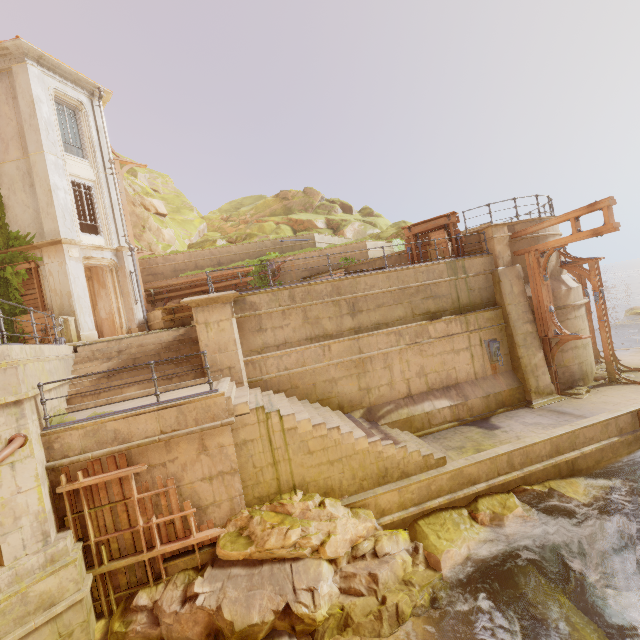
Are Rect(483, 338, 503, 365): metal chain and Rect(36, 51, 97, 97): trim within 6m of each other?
no

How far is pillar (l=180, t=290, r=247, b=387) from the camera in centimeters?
959cm

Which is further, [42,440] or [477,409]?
[477,409]

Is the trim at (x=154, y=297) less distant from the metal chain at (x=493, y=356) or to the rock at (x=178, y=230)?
the rock at (x=178, y=230)

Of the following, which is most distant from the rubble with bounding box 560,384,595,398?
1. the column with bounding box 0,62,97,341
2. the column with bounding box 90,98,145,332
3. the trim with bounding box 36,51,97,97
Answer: the trim with bounding box 36,51,97,97

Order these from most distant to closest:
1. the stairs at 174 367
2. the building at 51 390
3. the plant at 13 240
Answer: the plant at 13 240
the stairs at 174 367
the building at 51 390

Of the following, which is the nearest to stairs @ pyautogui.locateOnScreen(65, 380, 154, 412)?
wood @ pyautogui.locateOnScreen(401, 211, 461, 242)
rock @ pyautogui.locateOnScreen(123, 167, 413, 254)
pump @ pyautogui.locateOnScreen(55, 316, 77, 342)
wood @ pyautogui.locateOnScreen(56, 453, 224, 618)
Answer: wood @ pyautogui.locateOnScreen(56, 453, 224, 618)

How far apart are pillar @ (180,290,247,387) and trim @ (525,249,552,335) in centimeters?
1086cm
